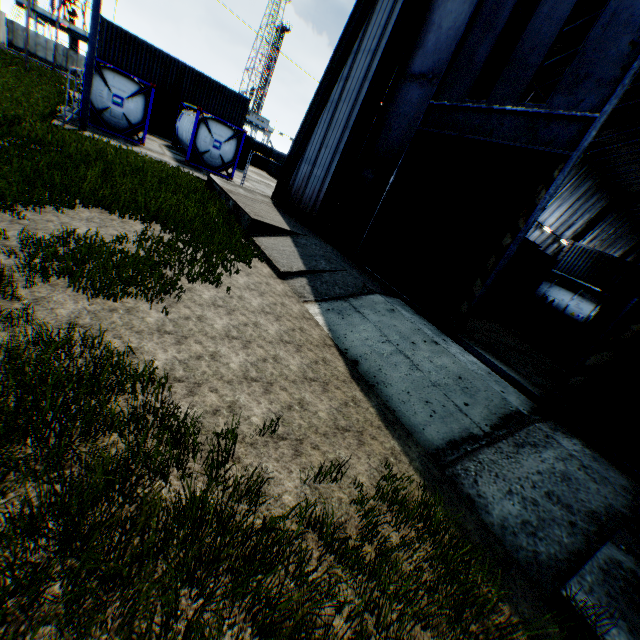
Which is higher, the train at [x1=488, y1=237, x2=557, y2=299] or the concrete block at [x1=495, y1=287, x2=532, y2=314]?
the train at [x1=488, y1=237, x2=557, y2=299]

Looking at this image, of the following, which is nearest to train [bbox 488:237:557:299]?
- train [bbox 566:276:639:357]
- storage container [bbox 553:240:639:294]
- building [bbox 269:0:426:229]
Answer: building [bbox 269:0:426:229]

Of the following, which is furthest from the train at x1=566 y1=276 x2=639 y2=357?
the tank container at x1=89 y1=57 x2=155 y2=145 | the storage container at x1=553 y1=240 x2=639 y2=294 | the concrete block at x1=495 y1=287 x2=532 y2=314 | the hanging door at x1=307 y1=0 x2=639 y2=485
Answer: the tank container at x1=89 y1=57 x2=155 y2=145

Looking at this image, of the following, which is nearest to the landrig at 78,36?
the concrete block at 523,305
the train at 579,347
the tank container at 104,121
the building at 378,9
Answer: the tank container at 104,121

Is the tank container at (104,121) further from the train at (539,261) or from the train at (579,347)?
the train at (579,347)

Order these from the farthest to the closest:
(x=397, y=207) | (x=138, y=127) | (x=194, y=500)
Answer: (x=138, y=127)
(x=397, y=207)
(x=194, y=500)

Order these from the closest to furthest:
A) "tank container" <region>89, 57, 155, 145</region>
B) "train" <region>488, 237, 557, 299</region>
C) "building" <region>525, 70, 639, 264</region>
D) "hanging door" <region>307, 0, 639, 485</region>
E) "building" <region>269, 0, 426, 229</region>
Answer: "hanging door" <region>307, 0, 639, 485</region>
"building" <region>269, 0, 426, 229</region>
"tank container" <region>89, 57, 155, 145</region>
"train" <region>488, 237, 557, 299</region>
"building" <region>525, 70, 639, 264</region>

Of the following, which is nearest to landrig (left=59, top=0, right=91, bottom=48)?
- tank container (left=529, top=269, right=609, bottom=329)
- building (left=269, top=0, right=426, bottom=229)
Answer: building (left=269, top=0, right=426, bottom=229)
